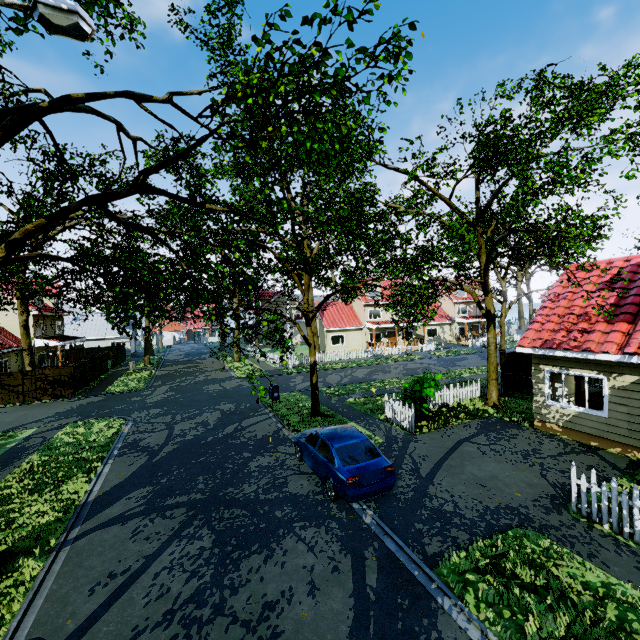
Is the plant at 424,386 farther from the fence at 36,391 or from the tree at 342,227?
the tree at 342,227

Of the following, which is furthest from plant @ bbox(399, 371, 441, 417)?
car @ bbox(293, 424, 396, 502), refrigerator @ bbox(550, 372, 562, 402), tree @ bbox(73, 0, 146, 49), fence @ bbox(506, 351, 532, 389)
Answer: refrigerator @ bbox(550, 372, 562, 402)

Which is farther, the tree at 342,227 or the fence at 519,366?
the fence at 519,366

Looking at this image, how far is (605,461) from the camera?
9.9 meters

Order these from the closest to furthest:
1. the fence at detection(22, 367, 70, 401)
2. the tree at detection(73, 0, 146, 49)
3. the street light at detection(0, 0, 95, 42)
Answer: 1. the street light at detection(0, 0, 95, 42)
2. the tree at detection(73, 0, 146, 49)
3. the fence at detection(22, 367, 70, 401)

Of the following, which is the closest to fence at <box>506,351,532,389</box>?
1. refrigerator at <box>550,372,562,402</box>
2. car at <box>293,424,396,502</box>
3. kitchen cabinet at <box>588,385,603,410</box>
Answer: kitchen cabinet at <box>588,385,603,410</box>

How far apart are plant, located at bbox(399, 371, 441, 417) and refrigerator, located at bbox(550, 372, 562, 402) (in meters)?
3.92
